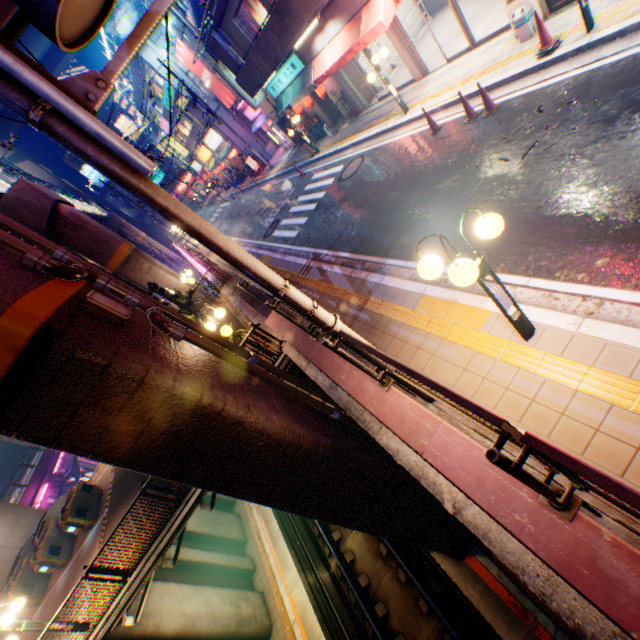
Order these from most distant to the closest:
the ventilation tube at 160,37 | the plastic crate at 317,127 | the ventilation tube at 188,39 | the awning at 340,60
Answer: the ventilation tube at 160,37, the ventilation tube at 188,39, the plastic crate at 317,127, the awning at 340,60

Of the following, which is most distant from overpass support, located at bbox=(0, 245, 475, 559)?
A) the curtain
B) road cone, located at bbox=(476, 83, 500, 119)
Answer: the curtain

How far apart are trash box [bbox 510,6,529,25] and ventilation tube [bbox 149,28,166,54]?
25.2m

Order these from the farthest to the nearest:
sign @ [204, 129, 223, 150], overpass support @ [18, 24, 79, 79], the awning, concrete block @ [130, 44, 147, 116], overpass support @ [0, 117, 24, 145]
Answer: overpass support @ [0, 117, 24, 145]
overpass support @ [18, 24, 79, 79]
sign @ [204, 129, 223, 150]
concrete block @ [130, 44, 147, 116]
the awning

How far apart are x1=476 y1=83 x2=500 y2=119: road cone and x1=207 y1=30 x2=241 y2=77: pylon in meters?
13.5

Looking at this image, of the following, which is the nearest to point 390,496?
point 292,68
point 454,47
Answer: point 454,47

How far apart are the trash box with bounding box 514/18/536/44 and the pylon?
13.16m

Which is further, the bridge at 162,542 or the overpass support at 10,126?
the overpass support at 10,126
